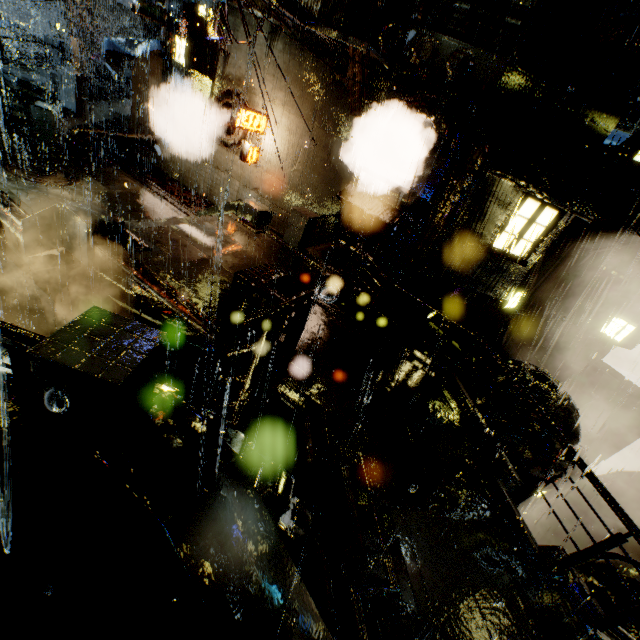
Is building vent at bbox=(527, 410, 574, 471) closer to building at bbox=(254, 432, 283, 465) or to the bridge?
building at bbox=(254, 432, 283, 465)

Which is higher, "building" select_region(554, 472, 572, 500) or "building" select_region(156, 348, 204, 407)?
"building" select_region(156, 348, 204, 407)

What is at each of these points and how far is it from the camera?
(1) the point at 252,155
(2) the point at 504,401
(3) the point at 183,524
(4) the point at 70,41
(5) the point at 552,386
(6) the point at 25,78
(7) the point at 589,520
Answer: (1) sign, 15.2 meters
(2) building vent, 13.4 meters
(3) structural stair, 2.7 meters
(4) street light, 24.8 meters
(5) building vent, 14.2 meters
(6) bridge, 17.5 meters
(7) building, 16.0 meters

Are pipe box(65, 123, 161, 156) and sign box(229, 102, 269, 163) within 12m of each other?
yes

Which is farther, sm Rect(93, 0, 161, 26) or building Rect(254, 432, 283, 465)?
sm Rect(93, 0, 161, 26)

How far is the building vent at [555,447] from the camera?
12.6m

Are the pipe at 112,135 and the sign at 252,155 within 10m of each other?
yes

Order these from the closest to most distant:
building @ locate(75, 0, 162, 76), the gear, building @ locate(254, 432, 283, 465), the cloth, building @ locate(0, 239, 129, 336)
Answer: the gear → building @ locate(254, 432, 283, 465) → building @ locate(0, 239, 129, 336) → the cloth → building @ locate(75, 0, 162, 76)
